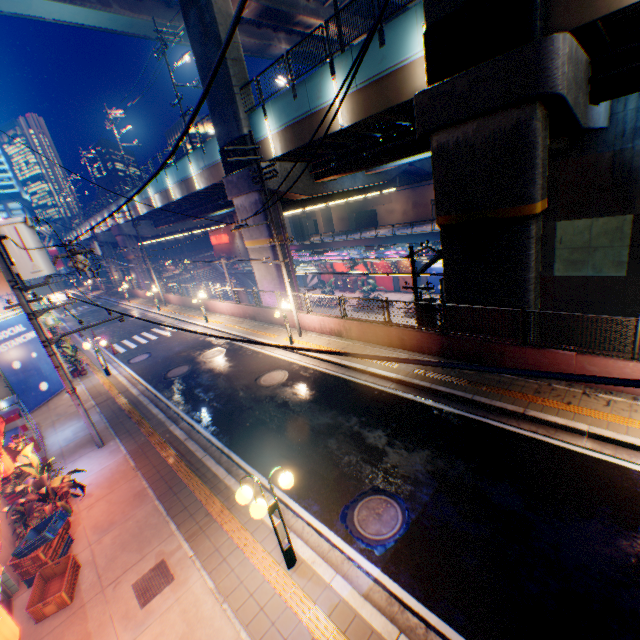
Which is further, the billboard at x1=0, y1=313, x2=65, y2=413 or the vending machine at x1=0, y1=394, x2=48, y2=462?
the billboard at x1=0, y1=313, x2=65, y2=413

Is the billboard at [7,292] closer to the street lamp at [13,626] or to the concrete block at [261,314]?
the concrete block at [261,314]

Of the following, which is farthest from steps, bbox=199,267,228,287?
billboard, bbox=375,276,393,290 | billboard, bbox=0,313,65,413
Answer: billboard, bbox=0,313,65,413

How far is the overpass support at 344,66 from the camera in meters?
12.5 m

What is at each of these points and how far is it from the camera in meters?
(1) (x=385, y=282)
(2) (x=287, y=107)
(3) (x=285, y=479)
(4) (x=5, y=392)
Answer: (1) billboard, 41.6 m
(2) overpass support, 15.9 m
(3) street lamp, 5.8 m
(4) building, 14.4 m

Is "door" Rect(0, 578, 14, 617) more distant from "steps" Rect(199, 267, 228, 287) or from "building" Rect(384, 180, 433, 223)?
"building" Rect(384, 180, 433, 223)

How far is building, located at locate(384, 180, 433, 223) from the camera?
54.4 meters

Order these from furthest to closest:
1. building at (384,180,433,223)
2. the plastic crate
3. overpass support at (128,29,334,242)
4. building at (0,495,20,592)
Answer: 1. building at (384,180,433,223)
2. overpass support at (128,29,334,242)
3. building at (0,495,20,592)
4. the plastic crate
